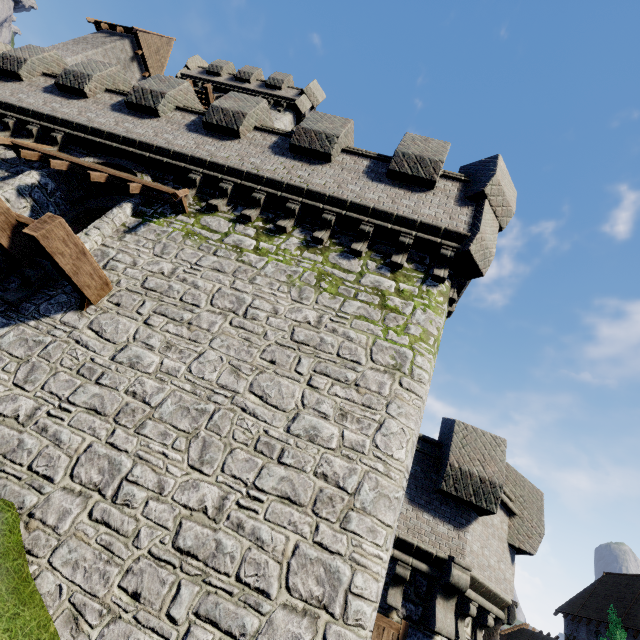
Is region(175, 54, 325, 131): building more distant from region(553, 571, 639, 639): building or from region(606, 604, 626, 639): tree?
region(553, 571, 639, 639): building

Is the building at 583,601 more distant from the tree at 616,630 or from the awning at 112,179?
the awning at 112,179

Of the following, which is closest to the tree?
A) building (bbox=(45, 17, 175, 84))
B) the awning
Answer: building (bbox=(45, 17, 175, 84))

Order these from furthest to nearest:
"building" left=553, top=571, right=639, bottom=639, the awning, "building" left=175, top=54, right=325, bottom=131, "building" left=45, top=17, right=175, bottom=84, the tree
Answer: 1. "building" left=553, top=571, right=639, bottom=639
2. the tree
3. "building" left=175, top=54, right=325, bottom=131
4. "building" left=45, top=17, right=175, bottom=84
5. the awning

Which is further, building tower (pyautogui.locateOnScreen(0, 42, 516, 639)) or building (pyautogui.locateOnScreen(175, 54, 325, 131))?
building (pyautogui.locateOnScreen(175, 54, 325, 131))

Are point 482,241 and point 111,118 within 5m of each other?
no

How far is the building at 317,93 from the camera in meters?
22.4 m
